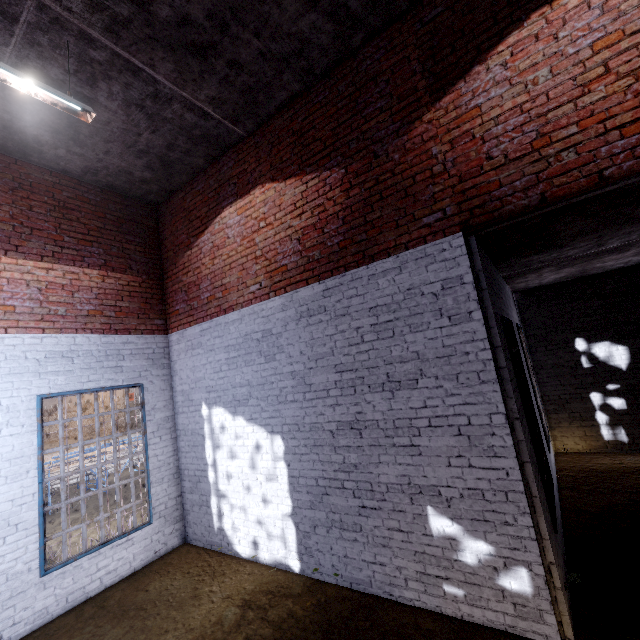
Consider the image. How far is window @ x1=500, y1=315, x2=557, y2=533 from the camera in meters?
3.8

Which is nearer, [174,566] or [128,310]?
[174,566]

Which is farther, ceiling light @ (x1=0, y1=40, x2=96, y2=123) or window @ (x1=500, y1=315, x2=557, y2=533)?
window @ (x1=500, y1=315, x2=557, y2=533)

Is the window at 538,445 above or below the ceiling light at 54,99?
below

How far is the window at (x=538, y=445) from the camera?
3.8 meters

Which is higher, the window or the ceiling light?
the ceiling light
